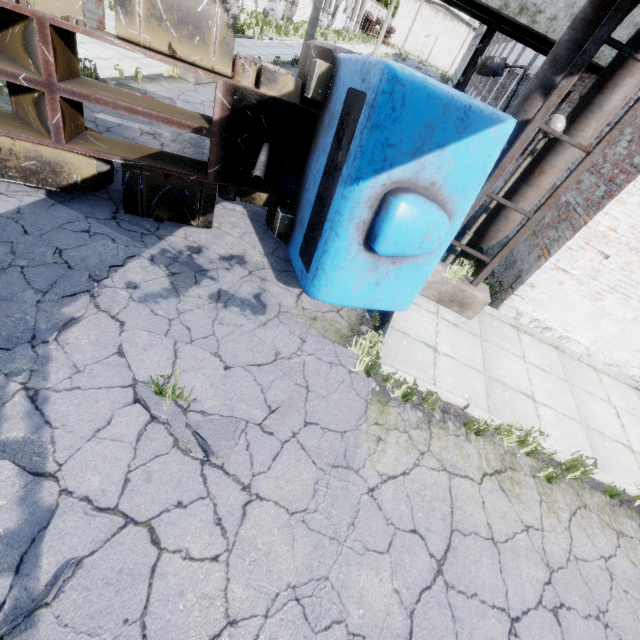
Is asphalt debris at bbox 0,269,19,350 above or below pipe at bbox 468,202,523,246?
below

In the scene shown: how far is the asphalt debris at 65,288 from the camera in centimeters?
359cm

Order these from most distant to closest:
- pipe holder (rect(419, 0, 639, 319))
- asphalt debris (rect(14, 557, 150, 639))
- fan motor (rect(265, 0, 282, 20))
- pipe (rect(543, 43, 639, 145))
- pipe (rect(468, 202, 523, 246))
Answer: fan motor (rect(265, 0, 282, 20)) < pipe (rect(468, 202, 523, 246)) < pipe (rect(543, 43, 639, 145)) < pipe holder (rect(419, 0, 639, 319)) < asphalt debris (rect(14, 557, 150, 639))

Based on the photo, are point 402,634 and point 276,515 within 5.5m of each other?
yes

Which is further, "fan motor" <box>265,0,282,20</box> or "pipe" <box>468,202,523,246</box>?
"fan motor" <box>265,0,282,20</box>

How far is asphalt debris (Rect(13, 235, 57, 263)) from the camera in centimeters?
409cm

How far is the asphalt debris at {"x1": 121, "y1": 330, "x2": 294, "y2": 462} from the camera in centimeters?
337cm

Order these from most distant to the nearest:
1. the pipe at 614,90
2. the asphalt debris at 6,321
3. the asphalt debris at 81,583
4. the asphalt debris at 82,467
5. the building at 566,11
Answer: the building at 566,11 < the pipe at 614,90 < the asphalt debris at 6,321 < the asphalt debris at 82,467 < the asphalt debris at 81,583
